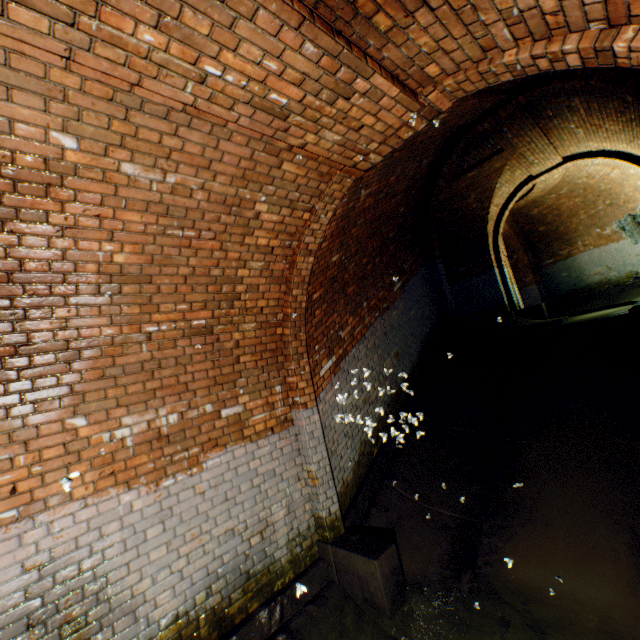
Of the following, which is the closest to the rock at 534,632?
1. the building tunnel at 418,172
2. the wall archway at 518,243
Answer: the building tunnel at 418,172

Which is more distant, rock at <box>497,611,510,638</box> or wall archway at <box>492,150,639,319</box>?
wall archway at <box>492,150,639,319</box>

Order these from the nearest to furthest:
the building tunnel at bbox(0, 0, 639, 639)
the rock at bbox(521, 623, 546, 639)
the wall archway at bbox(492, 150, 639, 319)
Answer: the building tunnel at bbox(0, 0, 639, 639) → the rock at bbox(521, 623, 546, 639) → the wall archway at bbox(492, 150, 639, 319)

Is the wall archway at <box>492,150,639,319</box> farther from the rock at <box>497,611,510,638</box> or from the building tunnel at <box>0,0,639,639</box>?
the rock at <box>497,611,510,638</box>

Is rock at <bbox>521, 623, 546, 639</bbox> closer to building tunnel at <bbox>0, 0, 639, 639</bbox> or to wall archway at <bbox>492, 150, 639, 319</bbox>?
building tunnel at <bbox>0, 0, 639, 639</bbox>

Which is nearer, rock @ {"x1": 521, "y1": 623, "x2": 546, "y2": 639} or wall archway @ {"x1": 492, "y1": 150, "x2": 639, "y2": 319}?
rock @ {"x1": 521, "y1": 623, "x2": 546, "y2": 639}

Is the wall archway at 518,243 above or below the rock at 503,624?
above

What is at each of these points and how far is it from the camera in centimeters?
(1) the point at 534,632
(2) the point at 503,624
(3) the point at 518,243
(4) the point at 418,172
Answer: (1) rock, 274cm
(2) rock, 288cm
(3) wall archway, 1409cm
(4) building tunnel, 669cm
